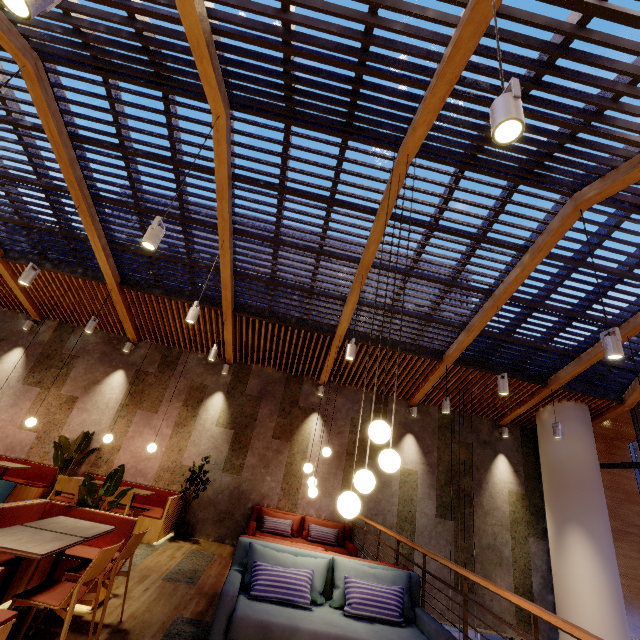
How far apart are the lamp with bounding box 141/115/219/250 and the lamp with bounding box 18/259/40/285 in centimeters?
318cm

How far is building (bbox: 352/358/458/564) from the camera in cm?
794

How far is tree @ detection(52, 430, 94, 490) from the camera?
7.1m

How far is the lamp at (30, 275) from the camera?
5.07m

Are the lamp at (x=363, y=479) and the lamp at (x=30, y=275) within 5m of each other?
no

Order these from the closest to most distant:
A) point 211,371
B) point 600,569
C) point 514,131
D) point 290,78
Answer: point 514,131, point 290,78, point 600,569, point 211,371

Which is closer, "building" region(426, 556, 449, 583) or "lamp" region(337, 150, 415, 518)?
"lamp" region(337, 150, 415, 518)

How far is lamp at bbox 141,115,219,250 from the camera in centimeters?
341cm
